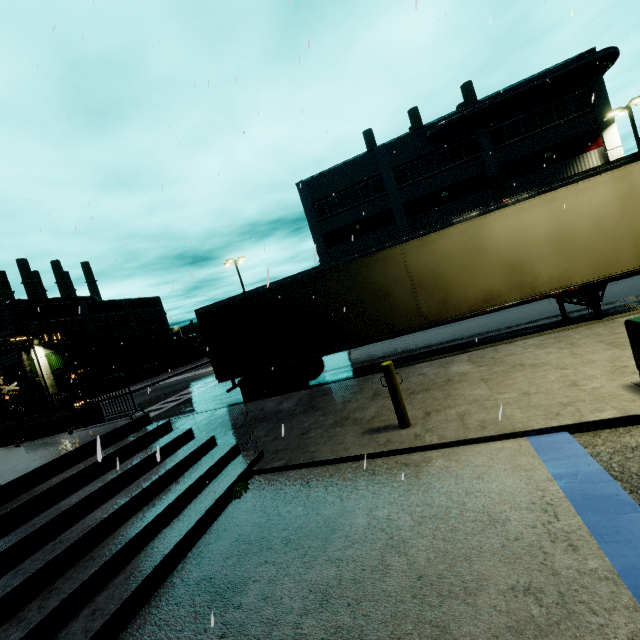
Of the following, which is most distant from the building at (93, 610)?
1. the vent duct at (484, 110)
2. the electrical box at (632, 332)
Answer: the electrical box at (632, 332)

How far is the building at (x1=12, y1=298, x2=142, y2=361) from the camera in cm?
4469

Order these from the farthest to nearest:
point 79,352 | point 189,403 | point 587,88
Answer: point 79,352, point 587,88, point 189,403

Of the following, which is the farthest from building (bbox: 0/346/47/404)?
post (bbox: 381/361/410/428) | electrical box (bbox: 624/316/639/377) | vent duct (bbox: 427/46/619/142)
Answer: electrical box (bbox: 624/316/639/377)

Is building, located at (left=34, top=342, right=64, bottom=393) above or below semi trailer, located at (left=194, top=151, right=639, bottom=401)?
above

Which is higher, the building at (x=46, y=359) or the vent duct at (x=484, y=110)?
the vent duct at (x=484, y=110)

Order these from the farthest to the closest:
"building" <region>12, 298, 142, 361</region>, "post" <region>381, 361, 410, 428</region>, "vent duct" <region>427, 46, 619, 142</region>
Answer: "building" <region>12, 298, 142, 361</region> < "vent duct" <region>427, 46, 619, 142</region> < "post" <region>381, 361, 410, 428</region>

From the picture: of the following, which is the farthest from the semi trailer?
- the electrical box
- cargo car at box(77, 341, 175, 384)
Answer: cargo car at box(77, 341, 175, 384)
